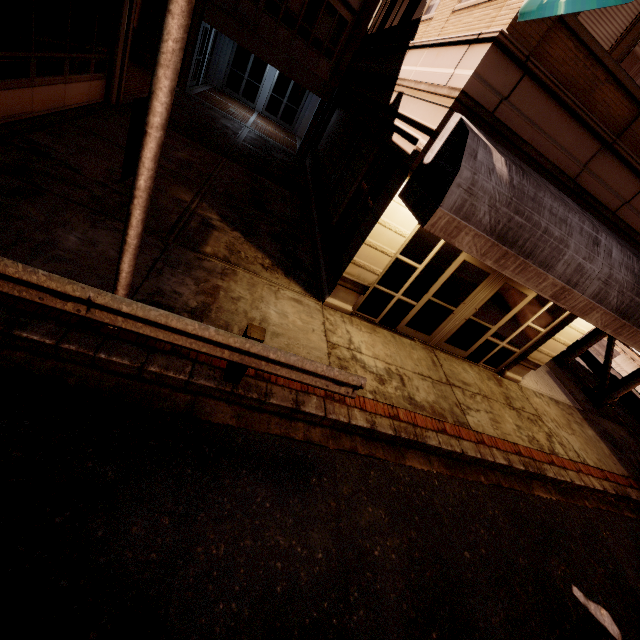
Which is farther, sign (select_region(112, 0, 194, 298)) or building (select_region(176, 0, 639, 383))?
building (select_region(176, 0, 639, 383))

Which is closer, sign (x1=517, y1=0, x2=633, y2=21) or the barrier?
sign (x1=517, y1=0, x2=633, y2=21)

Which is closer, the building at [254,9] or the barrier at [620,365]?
the building at [254,9]

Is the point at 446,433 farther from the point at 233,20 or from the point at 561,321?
the point at 233,20

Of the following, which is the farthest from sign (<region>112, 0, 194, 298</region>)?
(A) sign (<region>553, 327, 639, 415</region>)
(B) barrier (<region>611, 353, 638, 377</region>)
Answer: (B) barrier (<region>611, 353, 638, 377</region>)

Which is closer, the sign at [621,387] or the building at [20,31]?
the building at [20,31]

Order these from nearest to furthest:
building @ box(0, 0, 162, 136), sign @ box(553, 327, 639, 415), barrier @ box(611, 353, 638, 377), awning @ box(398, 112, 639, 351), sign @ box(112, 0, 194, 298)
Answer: sign @ box(112, 0, 194, 298) → awning @ box(398, 112, 639, 351) → building @ box(0, 0, 162, 136) → sign @ box(553, 327, 639, 415) → barrier @ box(611, 353, 638, 377)

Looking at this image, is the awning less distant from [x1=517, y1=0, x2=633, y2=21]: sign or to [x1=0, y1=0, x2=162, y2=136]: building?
[x1=0, y1=0, x2=162, y2=136]: building
